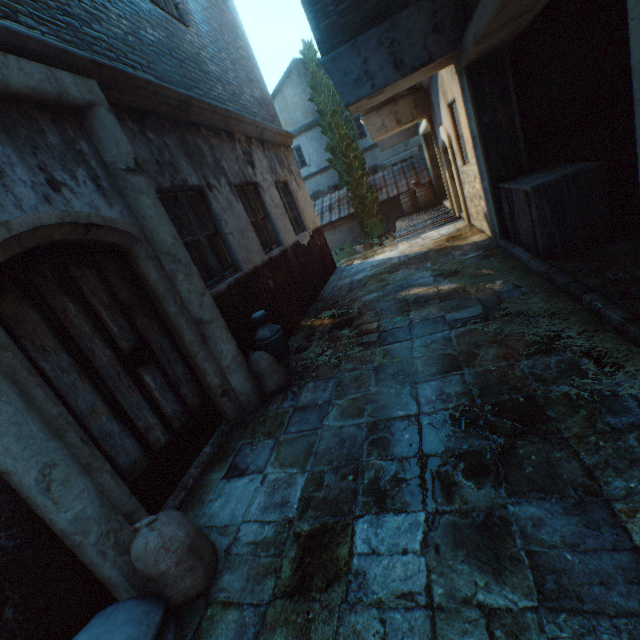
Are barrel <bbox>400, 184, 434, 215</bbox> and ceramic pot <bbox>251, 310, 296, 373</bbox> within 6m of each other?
no

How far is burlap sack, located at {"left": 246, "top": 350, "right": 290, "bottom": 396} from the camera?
4.1 meters

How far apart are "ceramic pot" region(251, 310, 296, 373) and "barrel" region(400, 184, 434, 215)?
12.2m

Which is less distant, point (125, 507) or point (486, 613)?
point (486, 613)

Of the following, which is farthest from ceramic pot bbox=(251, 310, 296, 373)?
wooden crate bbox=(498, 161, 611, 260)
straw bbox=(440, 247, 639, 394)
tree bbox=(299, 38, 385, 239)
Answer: tree bbox=(299, 38, 385, 239)

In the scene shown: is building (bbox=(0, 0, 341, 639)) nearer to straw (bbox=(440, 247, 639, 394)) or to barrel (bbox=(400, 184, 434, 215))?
straw (bbox=(440, 247, 639, 394))

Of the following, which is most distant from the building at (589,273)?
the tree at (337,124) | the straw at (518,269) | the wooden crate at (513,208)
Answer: the wooden crate at (513,208)

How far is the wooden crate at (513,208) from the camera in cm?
391
